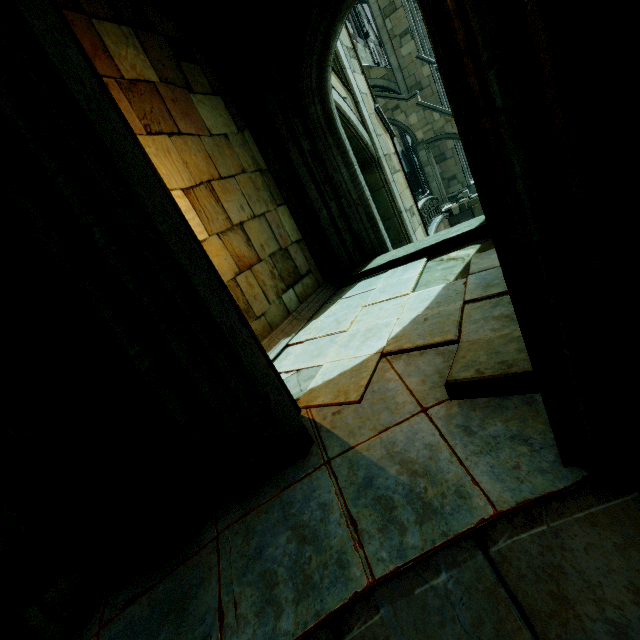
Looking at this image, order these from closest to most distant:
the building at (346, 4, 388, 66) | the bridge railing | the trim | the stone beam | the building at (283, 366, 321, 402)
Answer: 1. the stone beam
2. the building at (283, 366, 321, 402)
3. the trim
4. the bridge railing
5. the building at (346, 4, 388, 66)

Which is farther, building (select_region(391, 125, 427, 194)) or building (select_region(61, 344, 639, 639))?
building (select_region(391, 125, 427, 194))

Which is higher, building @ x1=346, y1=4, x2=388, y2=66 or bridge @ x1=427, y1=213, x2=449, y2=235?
building @ x1=346, y1=4, x2=388, y2=66

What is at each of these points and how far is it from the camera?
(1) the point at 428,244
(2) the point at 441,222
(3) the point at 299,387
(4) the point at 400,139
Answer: (1) stone column, 6.1m
(2) bridge, 18.6m
(3) building, 3.8m
(4) building, 33.7m

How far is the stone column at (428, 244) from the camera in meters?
5.7 m

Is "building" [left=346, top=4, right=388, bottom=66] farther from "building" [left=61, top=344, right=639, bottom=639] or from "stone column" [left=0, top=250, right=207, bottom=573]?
"stone column" [left=0, top=250, right=207, bottom=573]

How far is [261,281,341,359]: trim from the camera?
5.1m

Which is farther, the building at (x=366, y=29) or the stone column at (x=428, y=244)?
the building at (x=366, y=29)
